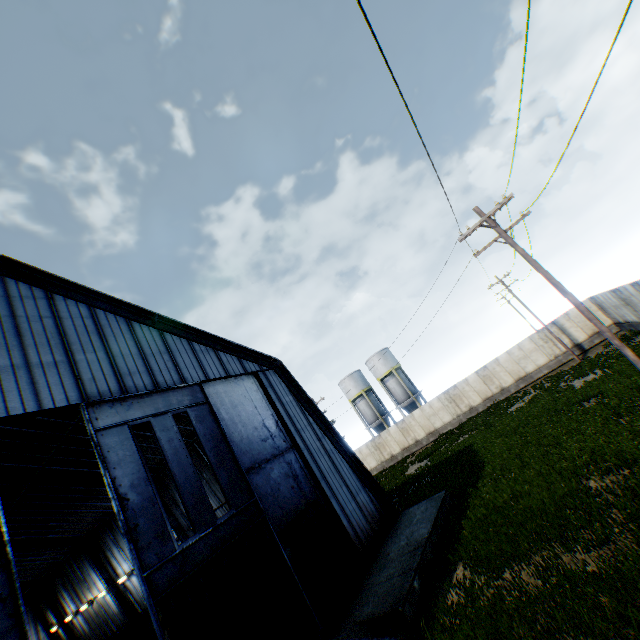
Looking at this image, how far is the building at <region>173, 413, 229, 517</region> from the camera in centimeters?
2186cm

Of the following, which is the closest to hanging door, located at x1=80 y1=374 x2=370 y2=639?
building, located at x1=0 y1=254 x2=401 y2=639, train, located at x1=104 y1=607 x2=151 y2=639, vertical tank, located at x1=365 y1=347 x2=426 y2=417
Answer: building, located at x1=0 y1=254 x2=401 y2=639

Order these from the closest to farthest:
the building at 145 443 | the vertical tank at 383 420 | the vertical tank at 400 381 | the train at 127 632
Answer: the train at 127 632 → the building at 145 443 → the vertical tank at 400 381 → the vertical tank at 383 420

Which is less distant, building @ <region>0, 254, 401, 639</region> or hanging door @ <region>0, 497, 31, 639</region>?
hanging door @ <region>0, 497, 31, 639</region>

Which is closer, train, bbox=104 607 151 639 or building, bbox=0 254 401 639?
building, bbox=0 254 401 639

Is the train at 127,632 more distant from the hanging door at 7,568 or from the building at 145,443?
the hanging door at 7,568

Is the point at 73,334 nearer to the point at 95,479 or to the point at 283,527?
the point at 283,527

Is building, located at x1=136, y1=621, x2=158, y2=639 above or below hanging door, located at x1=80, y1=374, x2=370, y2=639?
below
